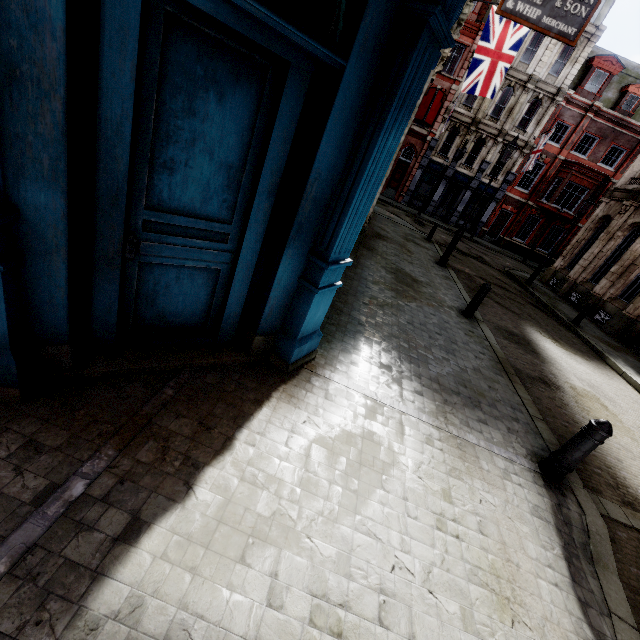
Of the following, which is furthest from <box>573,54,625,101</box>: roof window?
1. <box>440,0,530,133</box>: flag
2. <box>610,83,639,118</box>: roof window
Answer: <box>440,0,530,133</box>: flag

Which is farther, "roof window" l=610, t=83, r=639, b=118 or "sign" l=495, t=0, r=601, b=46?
"roof window" l=610, t=83, r=639, b=118

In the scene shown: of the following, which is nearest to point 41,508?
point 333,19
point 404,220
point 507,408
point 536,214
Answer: point 333,19

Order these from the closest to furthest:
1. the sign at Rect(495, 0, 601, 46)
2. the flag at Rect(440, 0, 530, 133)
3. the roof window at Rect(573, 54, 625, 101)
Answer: the sign at Rect(495, 0, 601, 46), the flag at Rect(440, 0, 530, 133), the roof window at Rect(573, 54, 625, 101)

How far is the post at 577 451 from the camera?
3.7m

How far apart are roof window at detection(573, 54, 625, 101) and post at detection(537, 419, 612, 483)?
34.8 meters

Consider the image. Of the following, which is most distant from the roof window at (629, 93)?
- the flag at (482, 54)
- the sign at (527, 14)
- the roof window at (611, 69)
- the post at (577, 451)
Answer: the post at (577, 451)

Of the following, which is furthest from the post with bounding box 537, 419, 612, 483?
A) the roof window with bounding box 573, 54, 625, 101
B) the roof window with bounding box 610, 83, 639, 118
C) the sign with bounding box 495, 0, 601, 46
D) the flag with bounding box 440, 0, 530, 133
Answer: the roof window with bounding box 610, 83, 639, 118
